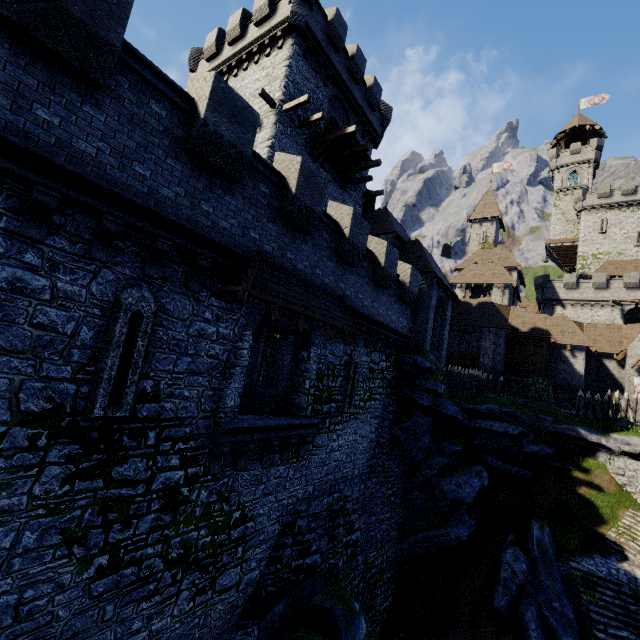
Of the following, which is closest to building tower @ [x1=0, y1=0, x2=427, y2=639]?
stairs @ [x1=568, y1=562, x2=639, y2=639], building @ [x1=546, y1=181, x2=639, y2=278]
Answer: stairs @ [x1=568, y1=562, x2=639, y2=639]

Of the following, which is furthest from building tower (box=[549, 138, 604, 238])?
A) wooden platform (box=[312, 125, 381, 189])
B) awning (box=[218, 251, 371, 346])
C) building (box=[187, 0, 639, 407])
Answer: awning (box=[218, 251, 371, 346])

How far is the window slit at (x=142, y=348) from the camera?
6.20m

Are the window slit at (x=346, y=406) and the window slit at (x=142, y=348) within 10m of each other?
yes

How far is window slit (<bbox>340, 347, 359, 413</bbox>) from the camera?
13.49m

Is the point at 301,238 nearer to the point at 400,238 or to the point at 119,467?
the point at 119,467

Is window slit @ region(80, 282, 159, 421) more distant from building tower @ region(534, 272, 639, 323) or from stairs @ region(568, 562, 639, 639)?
building tower @ region(534, 272, 639, 323)

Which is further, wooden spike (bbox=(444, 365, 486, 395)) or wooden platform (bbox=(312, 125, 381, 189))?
wooden spike (bbox=(444, 365, 486, 395))
